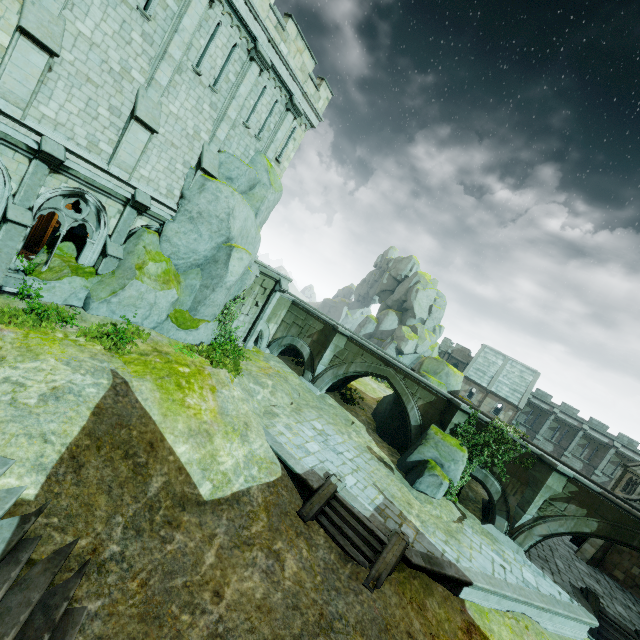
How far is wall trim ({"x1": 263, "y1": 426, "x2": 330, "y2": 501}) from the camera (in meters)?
12.38

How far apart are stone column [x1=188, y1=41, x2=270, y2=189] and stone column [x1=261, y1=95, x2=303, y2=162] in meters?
1.9

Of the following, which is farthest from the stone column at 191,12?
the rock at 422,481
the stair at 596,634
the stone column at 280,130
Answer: the stair at 596,634

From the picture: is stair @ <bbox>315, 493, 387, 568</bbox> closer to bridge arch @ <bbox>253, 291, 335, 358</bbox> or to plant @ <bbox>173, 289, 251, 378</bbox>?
plant @ <bbox>173, 289, 251, 378</bbox>

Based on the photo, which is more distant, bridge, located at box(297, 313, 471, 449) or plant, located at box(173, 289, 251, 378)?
bridge, located at box(297, 313, 471, 449)

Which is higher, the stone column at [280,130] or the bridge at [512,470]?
the stone column at [280,130]

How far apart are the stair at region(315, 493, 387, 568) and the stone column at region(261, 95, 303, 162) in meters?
17.0

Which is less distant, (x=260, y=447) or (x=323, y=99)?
(x=260, y=447)
